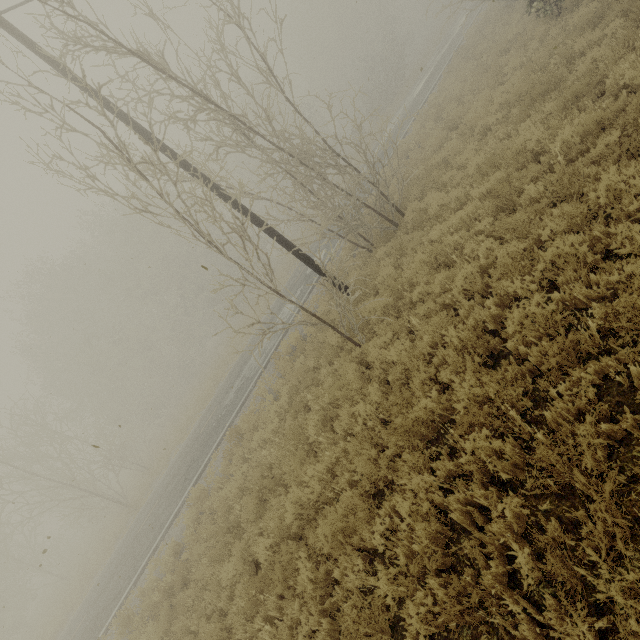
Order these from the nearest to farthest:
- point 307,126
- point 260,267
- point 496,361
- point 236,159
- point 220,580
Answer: point 496,361 < point 220,580 < point 260,267 < point 307,126 < point 236,159
